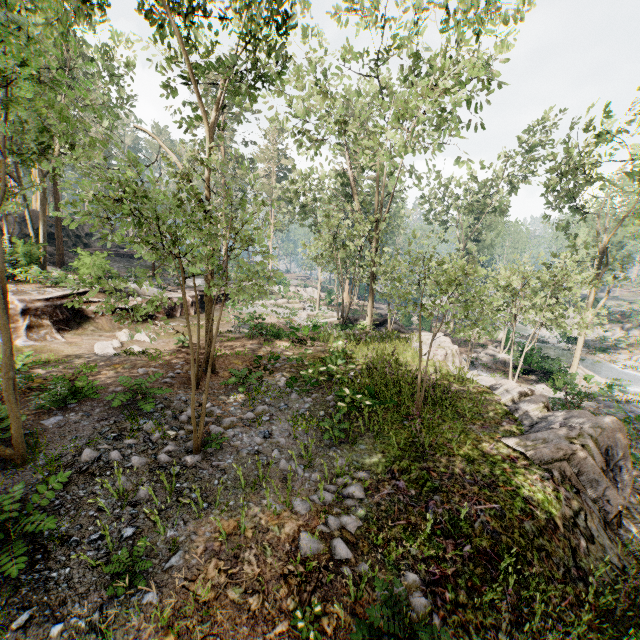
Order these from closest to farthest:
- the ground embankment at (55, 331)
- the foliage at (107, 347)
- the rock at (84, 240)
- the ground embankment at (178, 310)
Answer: the foliage at (107, 347) < the ground embankment at (55, 331) < the ground embankment at (178, 310) < the rock at (84, 240)

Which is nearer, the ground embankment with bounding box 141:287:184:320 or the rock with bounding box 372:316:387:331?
the ground embankment with bounding box 141:287:184:320

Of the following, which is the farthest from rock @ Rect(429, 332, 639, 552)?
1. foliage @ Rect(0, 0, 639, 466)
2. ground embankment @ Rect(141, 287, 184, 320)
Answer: ground embankment @ Rect(141, 287, 184, 320)

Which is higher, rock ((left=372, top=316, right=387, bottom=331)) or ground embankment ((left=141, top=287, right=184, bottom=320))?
ground embankment ((left=141, top=287, right=184, bottom=320))

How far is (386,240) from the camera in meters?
52.6 m

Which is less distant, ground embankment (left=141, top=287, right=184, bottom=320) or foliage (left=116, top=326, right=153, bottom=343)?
foliage (left=116, top=326, right=153, bottom=343)

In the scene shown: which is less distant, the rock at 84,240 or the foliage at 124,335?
the foliage at 124,335

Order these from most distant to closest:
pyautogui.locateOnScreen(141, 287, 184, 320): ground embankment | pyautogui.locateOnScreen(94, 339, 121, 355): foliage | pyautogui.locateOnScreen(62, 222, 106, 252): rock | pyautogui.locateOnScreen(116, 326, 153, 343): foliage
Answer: pyautogui.locateOnScreen(62, 222, 106, 252): rock < pyautogui.locateOnScreen(141, 287, 184, 320): ground embankment < pyautogui.locateOnScreen(94, 339, 121, 355): foliage < pyautogui.locateOnScreen(116, 326, 153, 343): foliage
